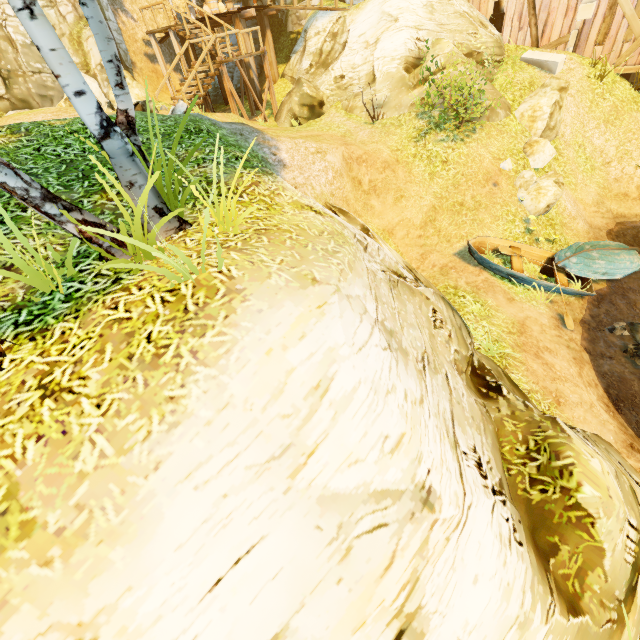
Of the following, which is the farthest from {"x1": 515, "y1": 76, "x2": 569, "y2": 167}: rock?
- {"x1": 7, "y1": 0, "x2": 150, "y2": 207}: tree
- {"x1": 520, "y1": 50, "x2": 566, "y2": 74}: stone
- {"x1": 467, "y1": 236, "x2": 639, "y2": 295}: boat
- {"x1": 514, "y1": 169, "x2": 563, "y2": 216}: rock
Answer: {"x1": 7, "y1": 0, "x2": 150, "y2": 207}: tree

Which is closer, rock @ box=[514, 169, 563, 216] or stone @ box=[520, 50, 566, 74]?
rock @ box=[514, 169, 563, 216]

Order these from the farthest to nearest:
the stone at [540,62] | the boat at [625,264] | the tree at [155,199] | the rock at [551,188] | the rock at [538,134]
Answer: the stone at [540,62] < the rock at [538,134] < the rock at [551,188] < the boat at [625,264] < the tree at [155,199]

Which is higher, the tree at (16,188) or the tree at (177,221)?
the tree at (16,188)

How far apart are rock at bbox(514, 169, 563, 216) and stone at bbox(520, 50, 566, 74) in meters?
6.0

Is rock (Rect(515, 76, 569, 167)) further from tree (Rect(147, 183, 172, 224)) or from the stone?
tree (Rect(147, 183, 172, 224))

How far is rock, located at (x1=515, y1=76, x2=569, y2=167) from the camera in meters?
11.8

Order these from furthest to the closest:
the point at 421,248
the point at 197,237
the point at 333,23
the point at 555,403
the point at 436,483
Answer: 1. the point at 333,23
2. the point at 421,248
3. the point at 555,403
4. the point at 197,237
5. the point at 436,483
